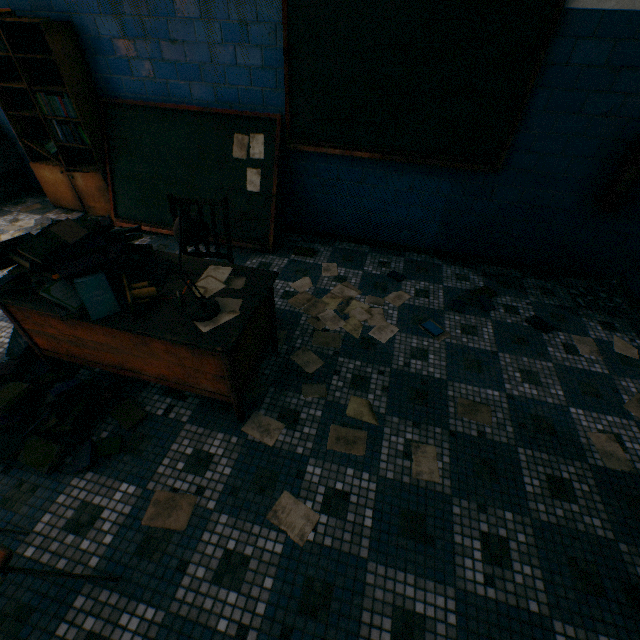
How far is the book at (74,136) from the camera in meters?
3.4 m

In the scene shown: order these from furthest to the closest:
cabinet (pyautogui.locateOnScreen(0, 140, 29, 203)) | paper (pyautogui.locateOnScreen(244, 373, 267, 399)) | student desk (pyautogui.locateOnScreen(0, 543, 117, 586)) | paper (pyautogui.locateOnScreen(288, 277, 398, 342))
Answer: cabinet (pyautogui.locateOnScreen(0, 140, 29, 203)) < paper (pyautogui.locateOnScreen(288, 277, 398, 342)) < paper (pyautogui.locateOnScreen(244, 373, 267, 399)) < student desk (pyautogui.locateOnScreen(0, 543, 117, 586))

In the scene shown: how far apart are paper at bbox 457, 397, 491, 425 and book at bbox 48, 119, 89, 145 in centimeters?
435cm

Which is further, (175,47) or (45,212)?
(45,212)

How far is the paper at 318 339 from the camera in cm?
252

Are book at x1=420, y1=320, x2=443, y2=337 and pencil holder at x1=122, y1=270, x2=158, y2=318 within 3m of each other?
yes

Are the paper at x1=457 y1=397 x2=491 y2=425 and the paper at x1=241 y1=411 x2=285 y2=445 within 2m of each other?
yes

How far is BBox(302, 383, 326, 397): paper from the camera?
2.2m
